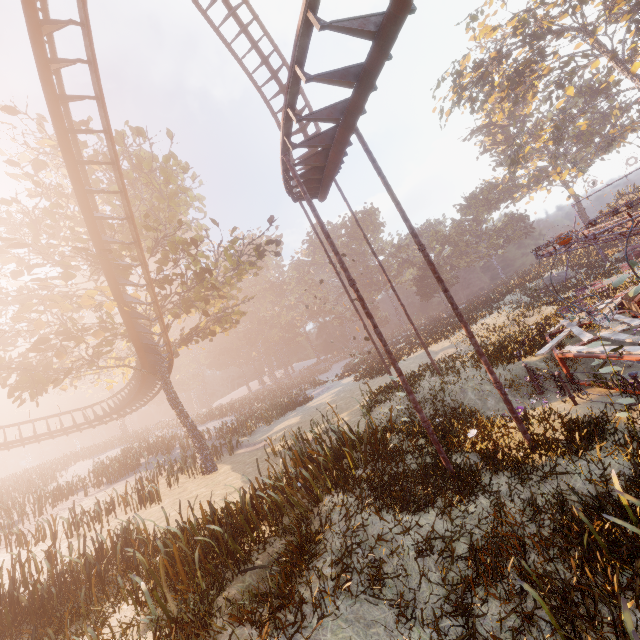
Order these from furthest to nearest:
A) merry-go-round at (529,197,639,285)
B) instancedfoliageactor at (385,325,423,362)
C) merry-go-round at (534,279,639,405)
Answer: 1. instancedfoliageactor at (385,325,423,362)
2. merry-go-round at (534,279,639,405)
3. merry-go-round at (529,197,639,285)

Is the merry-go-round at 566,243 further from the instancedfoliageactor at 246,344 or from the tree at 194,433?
the tree at 194,433

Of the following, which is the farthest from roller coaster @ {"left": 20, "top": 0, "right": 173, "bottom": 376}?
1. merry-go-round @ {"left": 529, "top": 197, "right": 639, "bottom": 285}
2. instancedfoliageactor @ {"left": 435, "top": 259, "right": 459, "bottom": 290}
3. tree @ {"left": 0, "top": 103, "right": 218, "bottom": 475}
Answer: instancedfoliageactor @ {"left": 435, "top": 259, "right": 459, "bottom": 290}

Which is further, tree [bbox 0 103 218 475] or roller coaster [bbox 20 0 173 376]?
tree [bbox 0 103 218 475]

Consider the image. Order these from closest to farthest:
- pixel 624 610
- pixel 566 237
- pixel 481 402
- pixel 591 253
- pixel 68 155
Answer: pixel 624 610
pixel 566 237
pixel 68 155
pixel 481 402
pixel 591 253

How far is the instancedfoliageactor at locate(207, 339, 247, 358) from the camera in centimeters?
5695cm

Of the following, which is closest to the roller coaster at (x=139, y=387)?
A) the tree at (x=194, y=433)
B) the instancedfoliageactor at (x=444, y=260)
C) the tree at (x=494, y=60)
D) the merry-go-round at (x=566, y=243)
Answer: the tree at (x=194, y=433)

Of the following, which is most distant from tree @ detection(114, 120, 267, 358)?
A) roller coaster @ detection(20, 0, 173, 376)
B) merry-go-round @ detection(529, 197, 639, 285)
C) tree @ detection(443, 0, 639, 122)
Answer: tree @ detection(443, 0, 639, 122)
